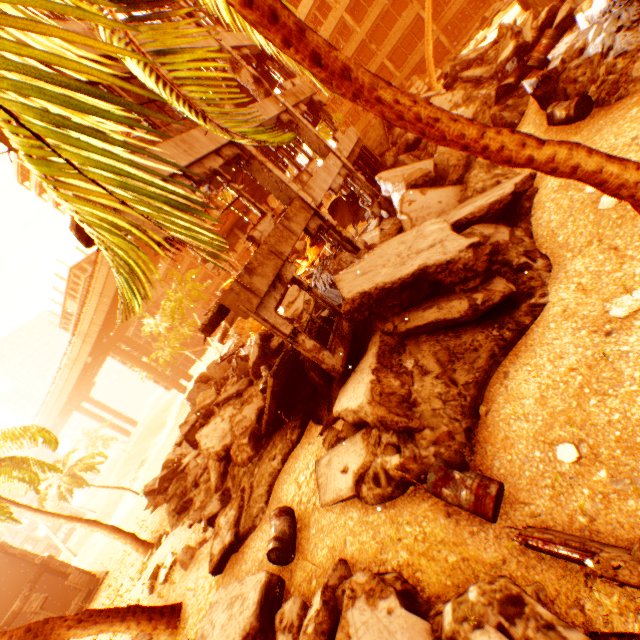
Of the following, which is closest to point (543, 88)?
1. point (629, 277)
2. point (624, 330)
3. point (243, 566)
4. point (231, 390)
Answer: point (629, 277)

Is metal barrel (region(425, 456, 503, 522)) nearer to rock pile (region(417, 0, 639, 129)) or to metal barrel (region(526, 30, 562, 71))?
rock pile (region(417, 0, 639, 129))

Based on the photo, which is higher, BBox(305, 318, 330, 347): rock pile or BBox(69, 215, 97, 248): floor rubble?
BBox(69, 215, 97, 248): floor rubble

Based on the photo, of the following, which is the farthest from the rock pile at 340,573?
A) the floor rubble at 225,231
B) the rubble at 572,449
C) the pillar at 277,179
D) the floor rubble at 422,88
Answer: the floor rubble at 225,231

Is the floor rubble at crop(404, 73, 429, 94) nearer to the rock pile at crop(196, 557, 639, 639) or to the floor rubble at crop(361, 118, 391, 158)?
the rock pile at crop(196, 557, 639, 639)

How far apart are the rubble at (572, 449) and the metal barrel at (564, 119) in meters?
7.8

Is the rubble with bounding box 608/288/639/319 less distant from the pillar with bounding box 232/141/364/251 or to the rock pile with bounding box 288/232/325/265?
the rock pile with bounding box 288/232/325/265

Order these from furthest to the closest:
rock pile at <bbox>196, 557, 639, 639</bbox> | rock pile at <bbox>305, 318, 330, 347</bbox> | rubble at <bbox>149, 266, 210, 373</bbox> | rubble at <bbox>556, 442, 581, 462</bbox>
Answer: rubble at <bbox>149, 266, 210, 373</bbox> < rock pile at <bbox>305, 318, 330, 347</bbox> < rubble at <bbox>556, 442, 581, 462</bbox> < rock pile at <bbox>196, 557, 639, 639</bbox>
